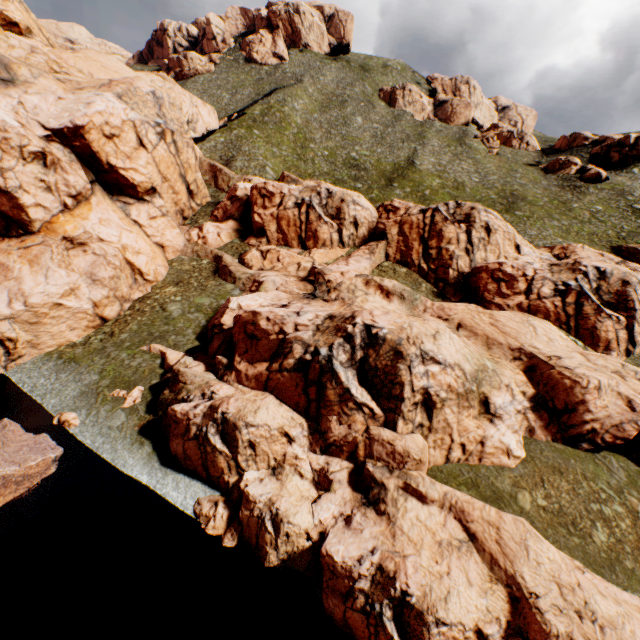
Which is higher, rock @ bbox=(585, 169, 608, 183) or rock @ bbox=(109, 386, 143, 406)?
rock @ bbox=(585, 169, 608, 183)

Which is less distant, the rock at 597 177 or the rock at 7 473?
the rock at 7 473

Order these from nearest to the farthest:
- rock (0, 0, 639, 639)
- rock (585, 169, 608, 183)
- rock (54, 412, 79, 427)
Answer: rock (0, 0, 639, 639) < rock (54, 412, 79, 427) < rock (585, 169, 608, 183)

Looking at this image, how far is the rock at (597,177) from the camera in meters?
58.9 m

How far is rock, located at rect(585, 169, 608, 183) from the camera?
58.9 meters

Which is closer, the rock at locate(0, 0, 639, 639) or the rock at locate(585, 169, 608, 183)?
the rock at locate(0, 0, 639, 639)

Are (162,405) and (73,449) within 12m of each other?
yes
